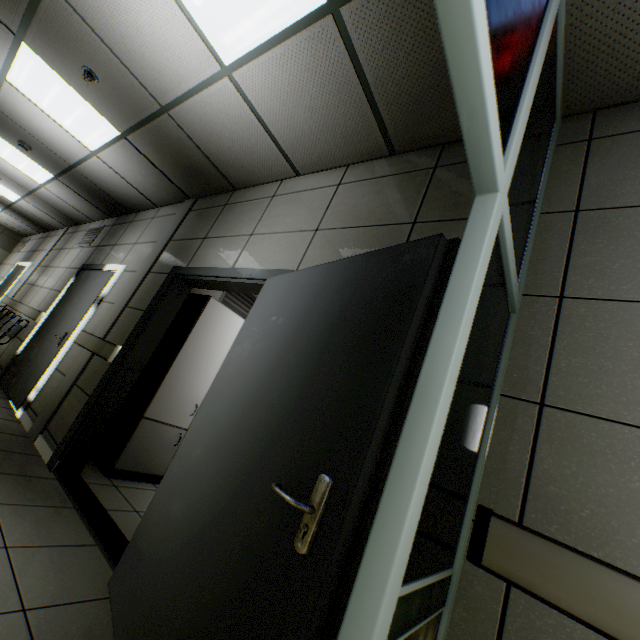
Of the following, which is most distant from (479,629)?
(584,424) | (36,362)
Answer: (36,362)

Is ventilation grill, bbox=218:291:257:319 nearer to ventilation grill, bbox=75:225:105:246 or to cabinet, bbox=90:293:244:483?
cabinet, bbox=90:293:244:483

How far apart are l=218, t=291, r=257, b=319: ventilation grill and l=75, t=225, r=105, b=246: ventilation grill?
3.4m

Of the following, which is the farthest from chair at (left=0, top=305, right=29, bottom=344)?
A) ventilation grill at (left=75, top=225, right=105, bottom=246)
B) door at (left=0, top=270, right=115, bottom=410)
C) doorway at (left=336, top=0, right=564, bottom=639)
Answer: doorway at (left=336, top=0, right=564, bottom=639)

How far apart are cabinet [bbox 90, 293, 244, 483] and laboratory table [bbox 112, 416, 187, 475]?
0.01m

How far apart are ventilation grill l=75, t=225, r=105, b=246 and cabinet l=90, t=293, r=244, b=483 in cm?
366

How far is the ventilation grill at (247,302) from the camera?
4.7m

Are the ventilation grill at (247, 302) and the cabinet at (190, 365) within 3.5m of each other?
yes
